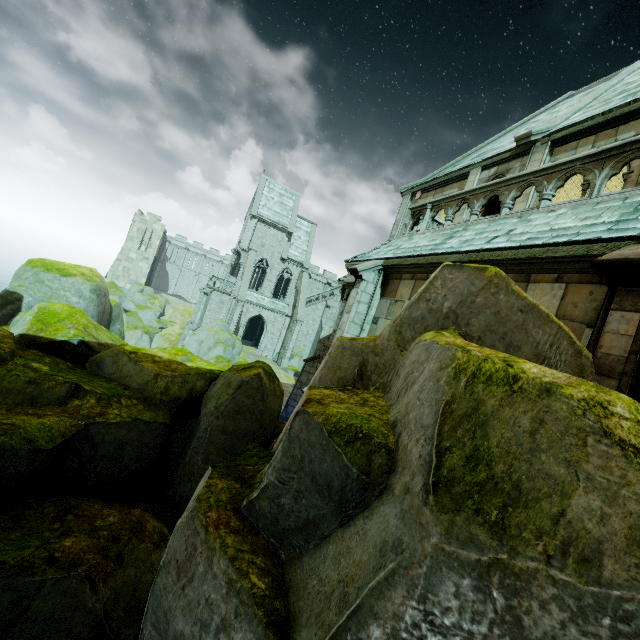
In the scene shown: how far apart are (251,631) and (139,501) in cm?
433

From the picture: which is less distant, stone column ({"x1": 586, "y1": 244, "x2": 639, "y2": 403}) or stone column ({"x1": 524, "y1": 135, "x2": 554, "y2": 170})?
stone column ({"x1": 586, "y1": 244, "x2": 639, "y2": 403})

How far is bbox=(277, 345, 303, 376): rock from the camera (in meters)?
34.03

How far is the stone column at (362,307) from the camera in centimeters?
1009cm

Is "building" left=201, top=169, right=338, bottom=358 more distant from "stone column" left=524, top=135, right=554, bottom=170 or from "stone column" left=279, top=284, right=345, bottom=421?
"stone column" left=524, top=135, right=554, bottom=170

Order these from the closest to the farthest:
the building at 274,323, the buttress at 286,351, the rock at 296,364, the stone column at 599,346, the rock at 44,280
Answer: the rock at 44,280 < the stone column at 599,346 < the rock at 296,364 < the buttress at 286,351 < the building at 274,323

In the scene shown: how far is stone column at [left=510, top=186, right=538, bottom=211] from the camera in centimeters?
1020cm

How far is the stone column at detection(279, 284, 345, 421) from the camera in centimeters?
1755cm
